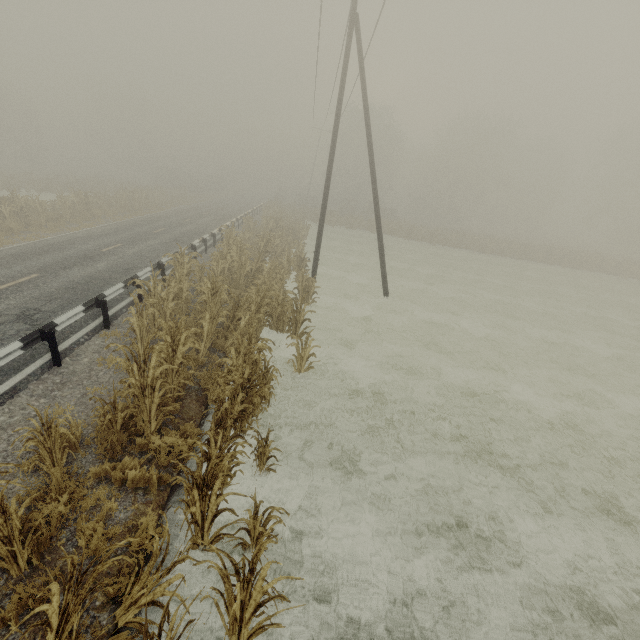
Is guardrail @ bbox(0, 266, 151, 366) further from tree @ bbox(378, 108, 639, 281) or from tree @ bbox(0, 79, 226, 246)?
tree @ bbox(378, 108, 639, 281)

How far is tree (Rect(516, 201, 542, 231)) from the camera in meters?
57.3

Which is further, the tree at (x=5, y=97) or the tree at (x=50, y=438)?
the tree at (x=5, y=97)

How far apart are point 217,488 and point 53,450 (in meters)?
A: 2.68

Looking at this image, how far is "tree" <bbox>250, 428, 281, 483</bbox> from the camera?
5.38m

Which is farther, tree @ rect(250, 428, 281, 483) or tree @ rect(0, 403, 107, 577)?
tree @ rect(250, 428, 281, 483)

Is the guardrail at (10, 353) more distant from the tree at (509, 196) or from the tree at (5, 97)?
the tree at (509, 196)
